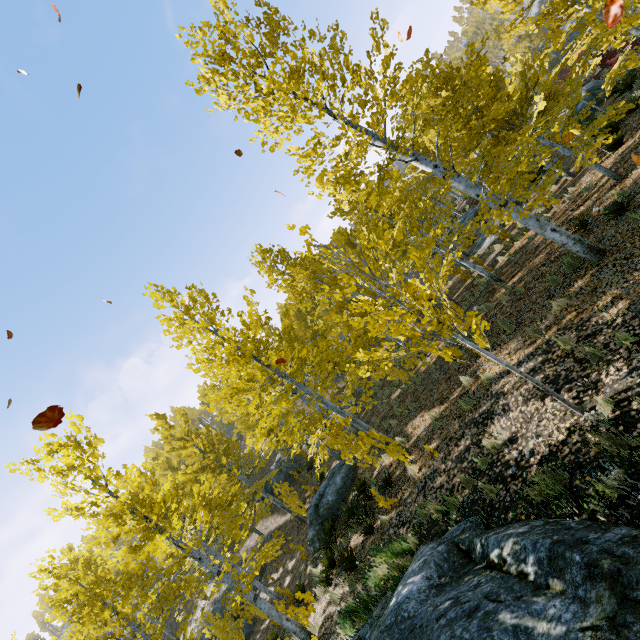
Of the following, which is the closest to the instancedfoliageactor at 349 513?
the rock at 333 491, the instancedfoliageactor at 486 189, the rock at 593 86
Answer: the instancedfoliageactor at 486 189

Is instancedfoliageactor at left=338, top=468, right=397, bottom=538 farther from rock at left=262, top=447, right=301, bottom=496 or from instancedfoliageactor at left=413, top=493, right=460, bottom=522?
rock at left=262, top=447, right=301, bottom=496

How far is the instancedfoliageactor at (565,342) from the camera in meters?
6.0

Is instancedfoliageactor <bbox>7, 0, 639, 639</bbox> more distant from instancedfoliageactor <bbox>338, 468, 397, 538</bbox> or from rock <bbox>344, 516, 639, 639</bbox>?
instancedfoliageactor <bbox>338, 468, 397, 538</bbox>

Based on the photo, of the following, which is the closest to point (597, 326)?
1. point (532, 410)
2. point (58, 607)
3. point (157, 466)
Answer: point (532, 410)

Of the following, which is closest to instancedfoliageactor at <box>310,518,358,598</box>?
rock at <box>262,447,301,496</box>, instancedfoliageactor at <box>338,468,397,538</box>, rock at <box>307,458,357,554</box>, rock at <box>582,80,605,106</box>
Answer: rock at <box>262,447,301,496</box>

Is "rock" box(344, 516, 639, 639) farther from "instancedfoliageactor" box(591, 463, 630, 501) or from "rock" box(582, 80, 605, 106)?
"rock" box(582, 80, 605, 106)

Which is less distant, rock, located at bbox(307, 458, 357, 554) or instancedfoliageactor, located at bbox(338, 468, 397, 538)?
instancedfoliageactor, located at bbox(338, 468, 397, 538)
